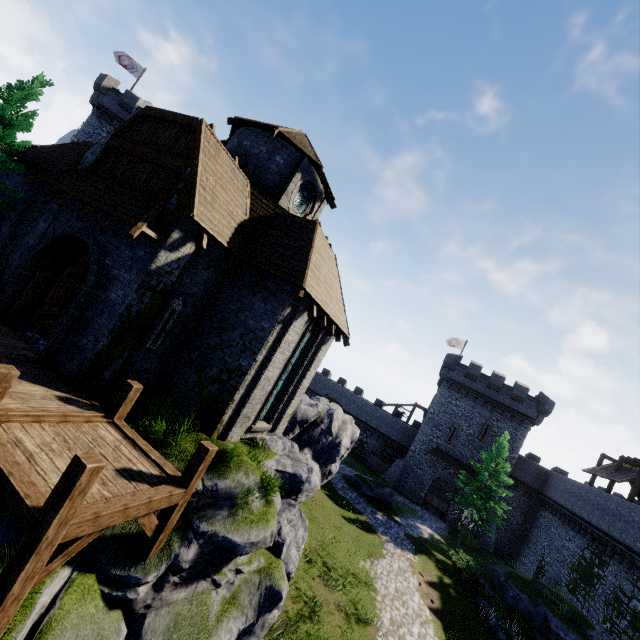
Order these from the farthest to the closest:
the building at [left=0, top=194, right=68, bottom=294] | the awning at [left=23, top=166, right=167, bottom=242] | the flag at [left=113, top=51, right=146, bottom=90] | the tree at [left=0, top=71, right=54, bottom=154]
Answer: the flag at [left=113, top=51, right=146, bottom=90] < the tree at [left=0, top=71, right=54, bottom=154] < the building at [left=0, top=194, right=68, bottom=294] < the awning at [left=23, top=166, right=167, bottom=242]

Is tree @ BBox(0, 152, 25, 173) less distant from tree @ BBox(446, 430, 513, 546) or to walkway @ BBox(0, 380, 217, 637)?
walkway @ BBox(0, 380, 217, 637)

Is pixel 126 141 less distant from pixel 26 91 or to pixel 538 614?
pixel 26 91

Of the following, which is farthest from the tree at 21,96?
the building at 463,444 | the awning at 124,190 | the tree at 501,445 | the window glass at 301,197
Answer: the building at 463,444

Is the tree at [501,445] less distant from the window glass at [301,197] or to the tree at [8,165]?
the window glass at [301,197]

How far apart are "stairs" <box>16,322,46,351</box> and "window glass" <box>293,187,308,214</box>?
10.93m

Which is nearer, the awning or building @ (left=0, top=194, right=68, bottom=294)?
the awning

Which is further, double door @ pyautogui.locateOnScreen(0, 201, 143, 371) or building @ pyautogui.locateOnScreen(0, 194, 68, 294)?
building @ pyautogui.locateOnScreen(0, 194, 68, 294)
